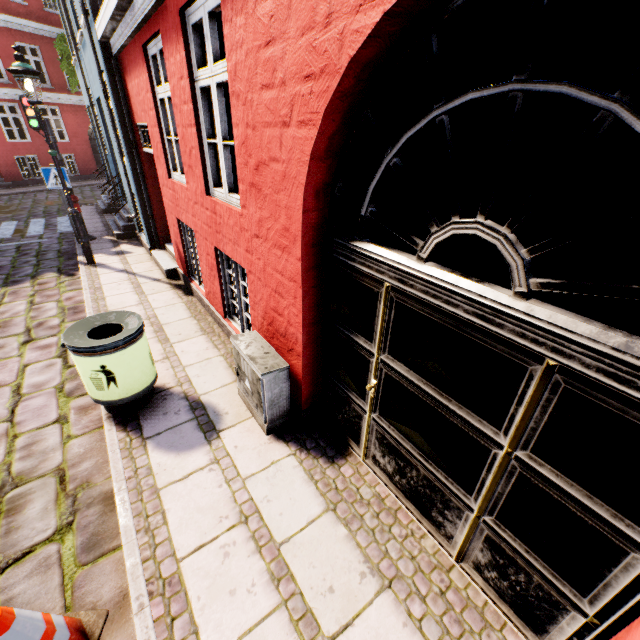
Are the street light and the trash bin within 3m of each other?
no

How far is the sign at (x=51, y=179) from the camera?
7.86m

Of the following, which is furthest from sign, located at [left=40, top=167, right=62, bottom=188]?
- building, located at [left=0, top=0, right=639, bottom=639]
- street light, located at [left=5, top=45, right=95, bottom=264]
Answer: street light, located at [left=5, top=45, right=95, bottom=264]

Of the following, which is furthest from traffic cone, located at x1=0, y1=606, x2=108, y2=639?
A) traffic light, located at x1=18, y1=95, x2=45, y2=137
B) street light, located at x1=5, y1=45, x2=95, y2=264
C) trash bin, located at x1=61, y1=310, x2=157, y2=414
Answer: traffic light, located at x1=18, y1=95, x2=45, y2=137

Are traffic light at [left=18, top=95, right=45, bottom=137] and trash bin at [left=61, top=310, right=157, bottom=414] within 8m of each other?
no

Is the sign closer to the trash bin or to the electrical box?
the trash bin

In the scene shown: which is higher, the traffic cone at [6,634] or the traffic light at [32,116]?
the traffic light at [32,116]

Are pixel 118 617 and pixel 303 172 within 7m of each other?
yes
